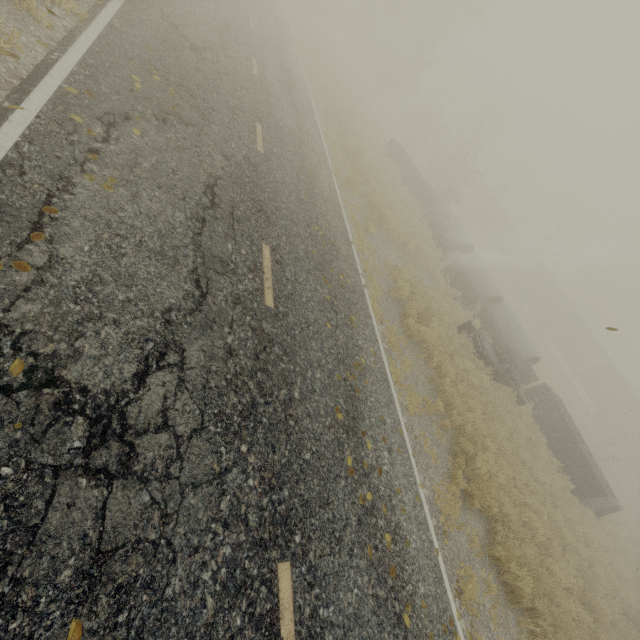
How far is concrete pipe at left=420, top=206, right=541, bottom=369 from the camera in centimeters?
1783cm

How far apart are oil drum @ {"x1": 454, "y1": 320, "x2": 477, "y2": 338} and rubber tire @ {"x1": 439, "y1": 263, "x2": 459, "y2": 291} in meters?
4.3

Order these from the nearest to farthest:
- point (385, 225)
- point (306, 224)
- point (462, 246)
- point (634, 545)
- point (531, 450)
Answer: point (306, 224), point (531, 450), point (385, 225), point (634, 545), point (462, 246)

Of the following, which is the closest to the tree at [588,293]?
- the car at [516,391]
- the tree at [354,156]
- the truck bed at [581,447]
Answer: the truck bed at [581,447]

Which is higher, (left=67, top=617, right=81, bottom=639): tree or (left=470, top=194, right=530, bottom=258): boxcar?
(left=470, top=194, right=530, bottom=258): boxcar

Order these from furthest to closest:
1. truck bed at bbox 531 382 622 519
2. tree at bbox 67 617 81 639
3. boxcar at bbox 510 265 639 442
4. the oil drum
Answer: boxcar at bbox 510 265 639 442 < truck bed at bbox 531 382 622 519 < the oil drum < tree at bbox 67 617 81 639

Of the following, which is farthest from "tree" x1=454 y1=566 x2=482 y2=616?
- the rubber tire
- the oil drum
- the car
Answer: the rubber tire

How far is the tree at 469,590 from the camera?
5.6 meters
